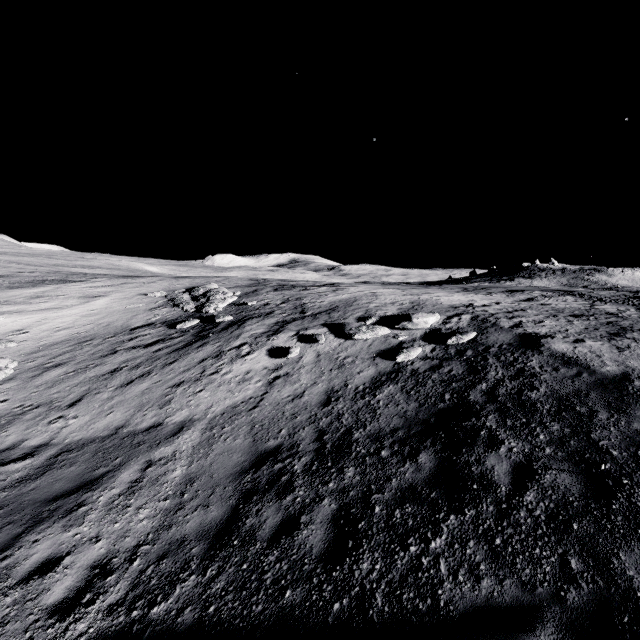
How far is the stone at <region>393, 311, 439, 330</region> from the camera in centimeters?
1213cm

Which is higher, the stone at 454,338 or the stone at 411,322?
the stone at 411,322

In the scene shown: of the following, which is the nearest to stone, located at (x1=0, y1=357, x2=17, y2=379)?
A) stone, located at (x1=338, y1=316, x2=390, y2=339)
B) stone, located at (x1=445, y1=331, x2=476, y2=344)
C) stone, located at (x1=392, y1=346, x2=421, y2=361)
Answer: stone, located at (x1=338, y1=316, x2=390, y2=339)

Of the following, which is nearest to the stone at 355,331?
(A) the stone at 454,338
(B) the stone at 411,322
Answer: (B) the stone at 411,322

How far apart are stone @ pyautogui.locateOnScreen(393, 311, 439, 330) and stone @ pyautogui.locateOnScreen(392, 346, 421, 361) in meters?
1.3

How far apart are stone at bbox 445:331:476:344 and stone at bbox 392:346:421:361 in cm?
94

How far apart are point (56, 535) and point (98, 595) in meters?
1.8 m

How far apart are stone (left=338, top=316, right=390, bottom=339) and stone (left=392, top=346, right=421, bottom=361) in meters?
1.3
